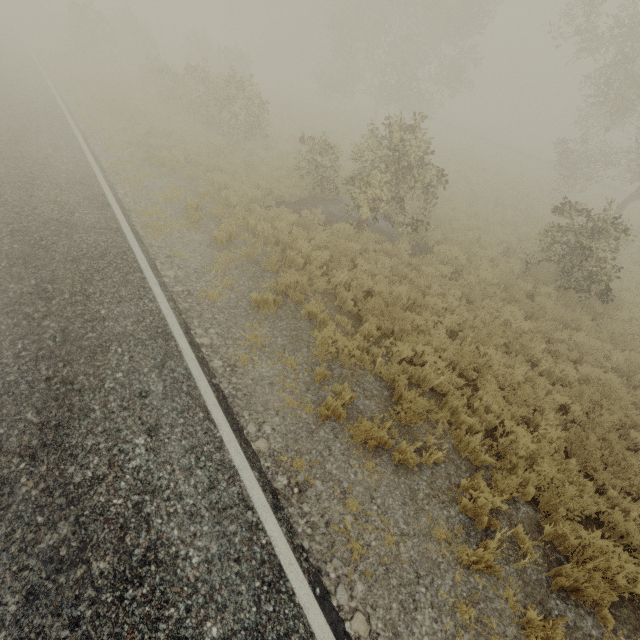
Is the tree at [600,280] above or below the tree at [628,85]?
below

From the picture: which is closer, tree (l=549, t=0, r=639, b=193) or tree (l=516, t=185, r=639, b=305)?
tree (l=516, t=185, r=639, b=305)

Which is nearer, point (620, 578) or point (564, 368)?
point (620, 578)

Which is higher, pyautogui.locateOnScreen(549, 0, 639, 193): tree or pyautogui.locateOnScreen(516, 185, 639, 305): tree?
pyautogui.locateOnScreen(549, 0, 639, 193): tree

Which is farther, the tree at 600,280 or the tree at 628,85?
→ the tree at 628,85
